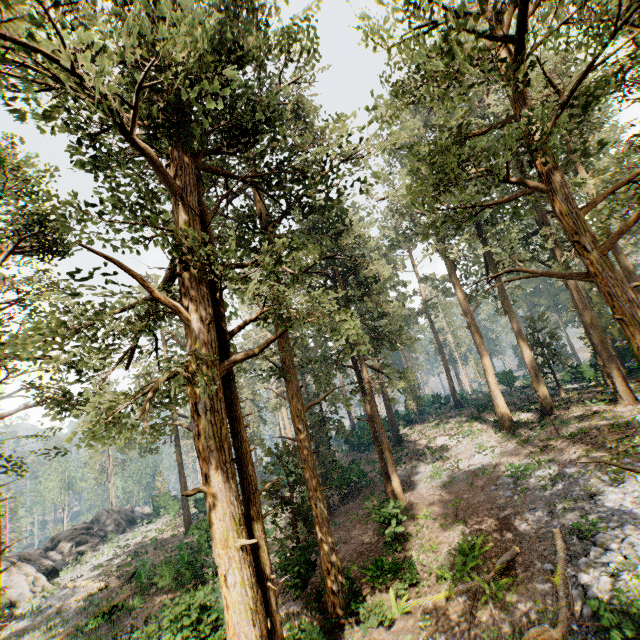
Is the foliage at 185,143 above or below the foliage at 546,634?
above

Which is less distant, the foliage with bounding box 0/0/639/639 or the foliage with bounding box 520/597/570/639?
the foliage with bounding box 0/0/639/639

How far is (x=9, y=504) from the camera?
59.0m

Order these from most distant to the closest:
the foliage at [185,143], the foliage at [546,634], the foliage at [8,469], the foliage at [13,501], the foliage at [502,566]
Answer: the foliage at [8,469] < the foliage at [502,566] < the foliage at [13,501] < the foliage at [546,634] < the foliage at [185,143]

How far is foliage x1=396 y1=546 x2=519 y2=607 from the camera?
11.5 meters

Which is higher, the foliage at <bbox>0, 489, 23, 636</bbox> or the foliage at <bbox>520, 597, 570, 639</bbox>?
the foliage at <bbox>0, 489, 23, 636</bbox>

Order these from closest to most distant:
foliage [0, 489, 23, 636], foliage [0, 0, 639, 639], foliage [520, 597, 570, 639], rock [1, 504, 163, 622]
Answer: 1. foliage [0, 0, 639, 639]
2. foliage [520, 597, 570, 639]
3. foliage [0, 489, 23, 636]
4. rock [1, 504, 163, 622]

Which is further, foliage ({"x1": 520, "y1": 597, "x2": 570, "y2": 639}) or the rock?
the rock
